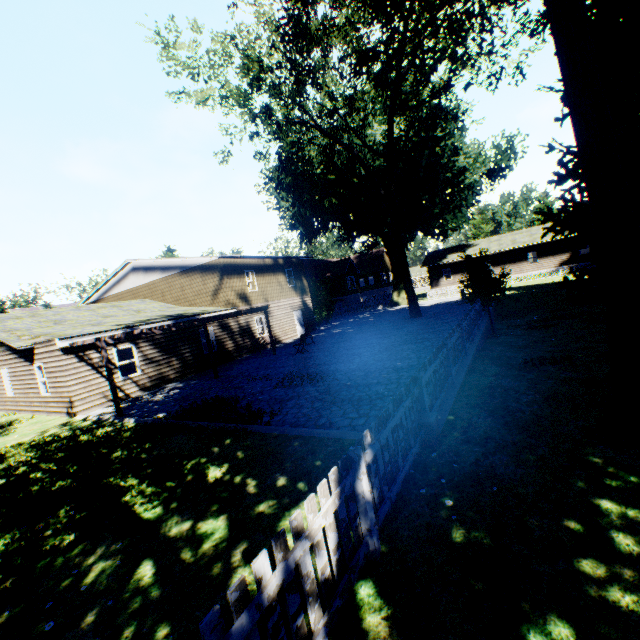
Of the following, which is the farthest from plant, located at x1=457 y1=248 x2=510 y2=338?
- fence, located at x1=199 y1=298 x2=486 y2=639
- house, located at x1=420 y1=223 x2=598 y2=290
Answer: house, located at x1=420 y1=223 x2=598 y2=290

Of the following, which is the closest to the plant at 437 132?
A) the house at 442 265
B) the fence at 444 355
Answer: the fence at 444 355

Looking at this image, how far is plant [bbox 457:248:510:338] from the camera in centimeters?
1797cm

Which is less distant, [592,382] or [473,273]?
[592,382]

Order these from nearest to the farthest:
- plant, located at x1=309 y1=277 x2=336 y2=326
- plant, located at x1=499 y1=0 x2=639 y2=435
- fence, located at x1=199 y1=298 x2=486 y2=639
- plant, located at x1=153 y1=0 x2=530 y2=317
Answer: fence, located at x1=199 y1=298 x2=486 y2=639 → plant, located at x1=499 y1=0 x2=639 y2=435 → plant, located at x1=153 y1=0 x2=530 y2=317 → plant, located at x1=309 y1=277 x2=336 y2=326

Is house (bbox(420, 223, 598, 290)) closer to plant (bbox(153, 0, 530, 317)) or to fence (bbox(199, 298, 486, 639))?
fence (bbox(199, 298, 486, 639))

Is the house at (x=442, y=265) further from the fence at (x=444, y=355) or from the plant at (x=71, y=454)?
the plant at (x=71, y=454)
